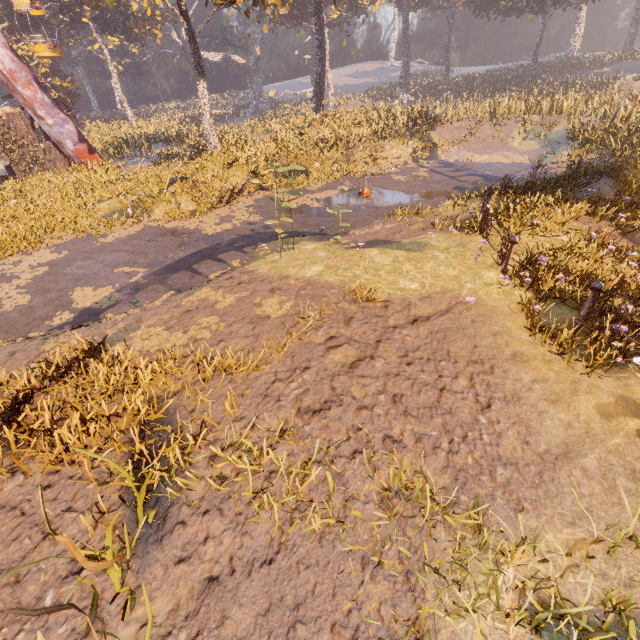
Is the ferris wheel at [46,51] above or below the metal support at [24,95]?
above

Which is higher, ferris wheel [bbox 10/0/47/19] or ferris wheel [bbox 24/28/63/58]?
ferris wheel [bbox 10/0/47/19]

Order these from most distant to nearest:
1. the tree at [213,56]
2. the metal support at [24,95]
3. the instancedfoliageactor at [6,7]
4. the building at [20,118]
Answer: the instancedfoliageactor at [6,7], the building at [20,118], the metal support at [24,95], the tree at [213,56]

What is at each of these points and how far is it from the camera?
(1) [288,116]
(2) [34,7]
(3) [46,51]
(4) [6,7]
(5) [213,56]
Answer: (1) instancedfoliageactor, 45.8 meters
(2) ferris wheel, 19.1 meters
(3) ferris wheel, 20.1 meters
(4) instancedfoliageactor, 37.8 meters
(5) tree, 51.4 meters

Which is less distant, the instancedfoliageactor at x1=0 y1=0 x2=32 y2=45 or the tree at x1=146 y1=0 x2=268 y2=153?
the tree at x1=146 y1=0 x2=268 y2=153

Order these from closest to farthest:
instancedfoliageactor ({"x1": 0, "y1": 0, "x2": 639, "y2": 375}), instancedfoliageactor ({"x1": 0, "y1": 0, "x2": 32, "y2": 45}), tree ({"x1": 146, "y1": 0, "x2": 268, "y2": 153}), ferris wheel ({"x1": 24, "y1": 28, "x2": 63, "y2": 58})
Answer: instancedfoliageactor ({"x1": 0, "y1": 0, "x2": 639, "y2": 375}) → tree ({"x1": 146, "y1": 0, "x2": 268, "y2": 153}) → ferris wheel ({"x1": 24, "y1": 28, "x2": 63, "y2": 58}) → instancedfoliageactor ({"x1": 0, "y1": 0, "x2": 32, "y2": 45})

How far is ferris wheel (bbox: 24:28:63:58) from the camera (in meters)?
19.81

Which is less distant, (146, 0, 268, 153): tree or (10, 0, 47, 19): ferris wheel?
(146, 0, 268, 153): tree
